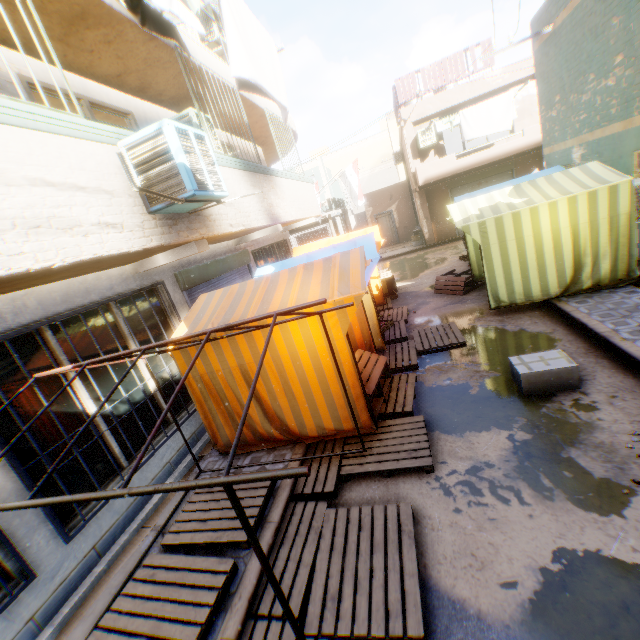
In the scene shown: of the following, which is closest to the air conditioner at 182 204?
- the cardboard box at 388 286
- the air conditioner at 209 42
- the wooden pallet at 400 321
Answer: the cardboard box at 388 286

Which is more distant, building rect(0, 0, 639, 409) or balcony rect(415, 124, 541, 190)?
→ balcony rect(415, 124, 541, 190)

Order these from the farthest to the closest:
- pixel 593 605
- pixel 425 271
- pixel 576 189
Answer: pixel 425 271 → pixel 576 189 → pixel 593 605

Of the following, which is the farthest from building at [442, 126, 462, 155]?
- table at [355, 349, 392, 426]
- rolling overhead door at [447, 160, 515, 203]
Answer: table at [355, 349, 392, 426]

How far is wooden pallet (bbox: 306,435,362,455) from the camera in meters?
4.7 m

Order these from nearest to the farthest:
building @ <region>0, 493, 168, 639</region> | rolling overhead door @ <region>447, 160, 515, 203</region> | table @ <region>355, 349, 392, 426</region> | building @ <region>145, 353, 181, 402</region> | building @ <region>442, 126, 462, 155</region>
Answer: building @ <region>0, 493, 168, 639</region>, table @ <region>355, 349, 392, 426</region>, building @ <region>145, 353, 181, 402</region>, rolling overhead door @ <region>447, 160, 515, 203</region>, building @ <region>442, 126, 462, 155</region>

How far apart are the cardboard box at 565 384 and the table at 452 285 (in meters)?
3.98

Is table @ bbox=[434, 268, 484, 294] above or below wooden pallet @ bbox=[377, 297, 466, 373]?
below
